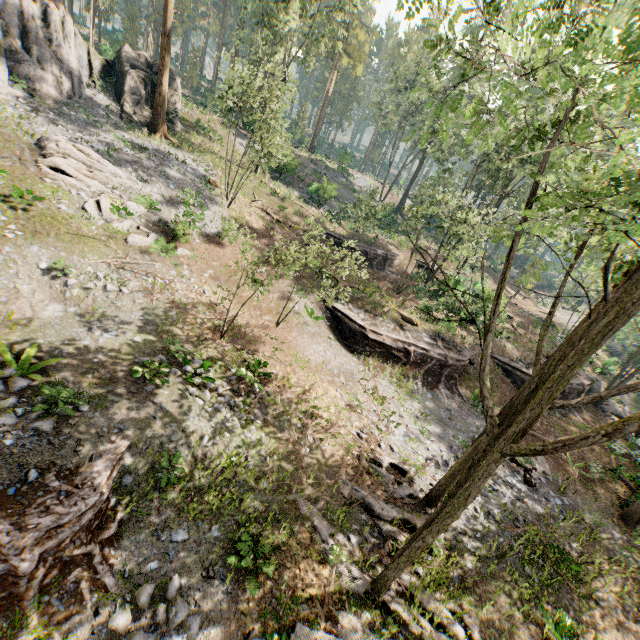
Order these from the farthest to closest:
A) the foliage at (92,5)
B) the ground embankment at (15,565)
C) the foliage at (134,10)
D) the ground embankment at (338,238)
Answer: the foliage at (134,10) → the foliage at (92,5) → the ground embankment at (338,238) → the ground embankment at (15,565)

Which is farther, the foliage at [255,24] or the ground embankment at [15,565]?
the foliage at [255,24]

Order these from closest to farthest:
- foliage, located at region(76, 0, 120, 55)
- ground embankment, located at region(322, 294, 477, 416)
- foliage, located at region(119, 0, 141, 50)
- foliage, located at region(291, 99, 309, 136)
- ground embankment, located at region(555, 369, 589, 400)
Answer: ground embankment, located at region(322, 294, 477, 416) → ground embankment, located at region(555, 369, 589, 400) → foliage, located at region(76, 0, 120, 55) → foliage, located at region(119, 0, 141, 50) → foliage, located at region(291, 99, 309, 136)

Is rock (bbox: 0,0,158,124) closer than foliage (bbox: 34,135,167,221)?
No

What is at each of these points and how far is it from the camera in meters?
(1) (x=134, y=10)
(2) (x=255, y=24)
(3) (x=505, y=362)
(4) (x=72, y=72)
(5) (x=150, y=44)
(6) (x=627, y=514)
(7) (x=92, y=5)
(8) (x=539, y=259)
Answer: (1) foliage, 45.0 m
(2) foliage, 27.5 m
(3) ground embankment, 24.2 m
(4) rock, 23.5 m
(5) foliage, 57.8 m
(6) foliage, 16.0 m
(7) foliage, 38.0 m
(8) foliage, 42.2 m

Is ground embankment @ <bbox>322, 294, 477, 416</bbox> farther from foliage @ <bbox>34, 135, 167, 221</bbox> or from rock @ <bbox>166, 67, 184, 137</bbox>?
rock @ <bbox>166, 67, 184, 137</bbox>

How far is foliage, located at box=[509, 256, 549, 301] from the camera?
8.71m
